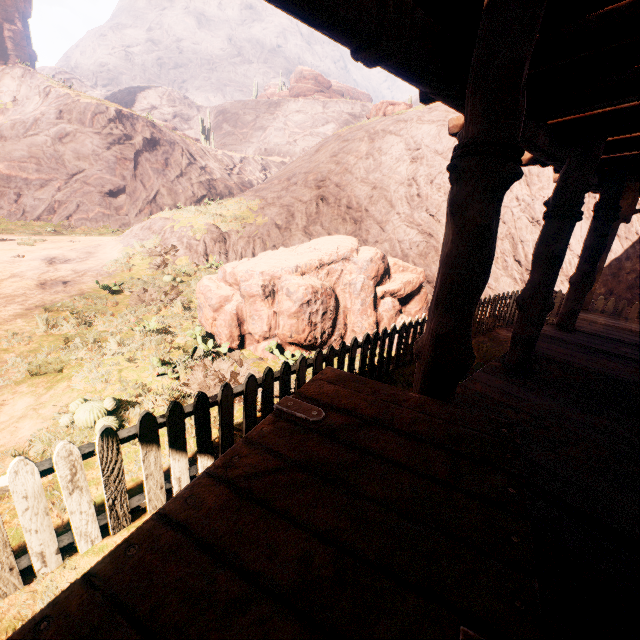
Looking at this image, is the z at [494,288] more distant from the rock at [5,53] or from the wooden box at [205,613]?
the rock at [5,53]

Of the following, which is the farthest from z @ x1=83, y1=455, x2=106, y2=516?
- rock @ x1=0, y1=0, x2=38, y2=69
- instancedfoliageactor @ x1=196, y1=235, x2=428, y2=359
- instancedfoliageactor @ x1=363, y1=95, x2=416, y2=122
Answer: rock @ x1=0, y1=0, x2=38, y2=69

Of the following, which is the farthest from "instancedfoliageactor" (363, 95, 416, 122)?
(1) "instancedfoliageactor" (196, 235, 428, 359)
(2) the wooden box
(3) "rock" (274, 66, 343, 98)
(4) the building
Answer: (3) "rock" (274, 66, 343, 98)

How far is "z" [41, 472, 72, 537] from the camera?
2.7m

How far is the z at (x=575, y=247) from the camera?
10.9m

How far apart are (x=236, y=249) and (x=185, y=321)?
6.9 meters

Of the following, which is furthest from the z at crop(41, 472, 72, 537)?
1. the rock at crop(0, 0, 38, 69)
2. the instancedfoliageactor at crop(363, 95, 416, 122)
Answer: the rock at crop(0, 0, 38, 69)

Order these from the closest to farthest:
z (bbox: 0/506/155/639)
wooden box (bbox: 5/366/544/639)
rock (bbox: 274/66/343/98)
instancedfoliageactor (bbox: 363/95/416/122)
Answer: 1. wooden box (bbox: 5/366/544/639)
2. z (bbox: 0/506/155/639)
3. instancedfoliageactor (bbox: 363/95/416/122)
4. rock (bbox: 274/66/343/98)
